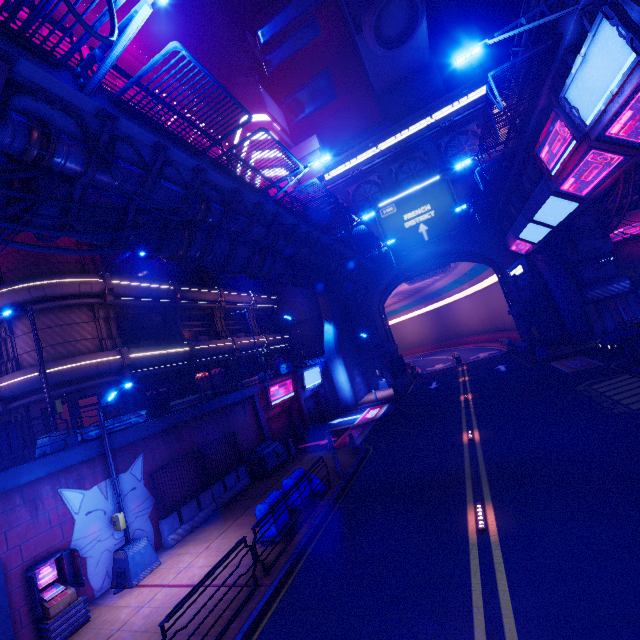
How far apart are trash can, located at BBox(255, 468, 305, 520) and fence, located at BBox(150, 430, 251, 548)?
3.7 meters

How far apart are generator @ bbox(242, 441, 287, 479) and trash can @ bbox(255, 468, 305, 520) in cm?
517

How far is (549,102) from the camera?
13.45m

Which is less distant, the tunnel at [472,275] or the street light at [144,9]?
the street light at [144,9]

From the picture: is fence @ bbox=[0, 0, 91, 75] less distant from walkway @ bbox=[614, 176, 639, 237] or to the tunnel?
walkway @ bbox=[614, 176, 639, 237]

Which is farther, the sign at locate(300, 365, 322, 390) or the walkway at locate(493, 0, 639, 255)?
the sign at locate(300, 365, 322, 390)

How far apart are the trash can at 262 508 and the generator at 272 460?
5.2m

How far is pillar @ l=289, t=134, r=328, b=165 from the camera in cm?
3883
